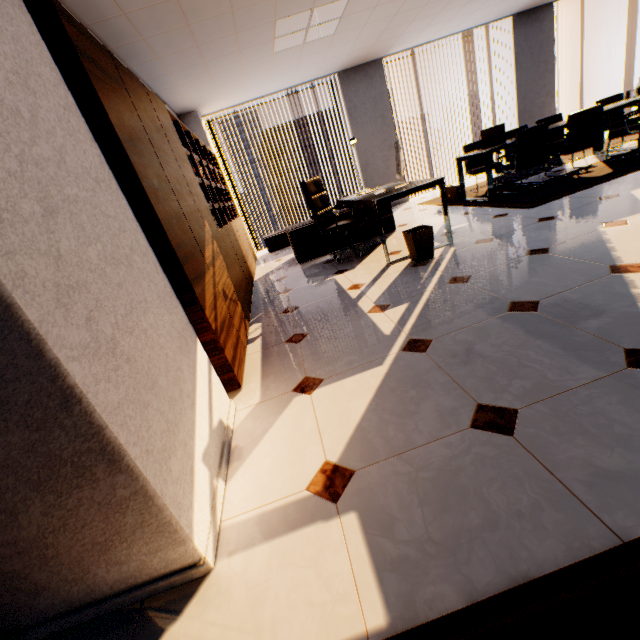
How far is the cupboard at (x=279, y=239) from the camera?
7.05m

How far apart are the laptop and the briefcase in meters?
0.6

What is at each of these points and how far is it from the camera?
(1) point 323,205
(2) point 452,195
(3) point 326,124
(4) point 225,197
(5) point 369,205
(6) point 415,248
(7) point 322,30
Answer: (1) chair, 4.61m
(2) briefcase, 5.96m
(3) building, 57.22m
(4) book, 5.61m
(5) table, 3.72m
(6) trash can, 3.44m
(7) light, 4.62m

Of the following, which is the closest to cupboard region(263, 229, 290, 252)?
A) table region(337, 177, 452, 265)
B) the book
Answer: the book

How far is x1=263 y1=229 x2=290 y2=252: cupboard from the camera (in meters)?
7.05

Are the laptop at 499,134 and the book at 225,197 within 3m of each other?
no

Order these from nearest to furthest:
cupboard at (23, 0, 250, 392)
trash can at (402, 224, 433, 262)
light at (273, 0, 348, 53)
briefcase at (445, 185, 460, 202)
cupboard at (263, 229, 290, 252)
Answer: cupboard at (23, 0, 250, 392), trash can at (402, 224, 433, 262), light at (273, 0, 348, 53), briefcase at (445, 185, 460, 202), cupboard at (263, 229, 290, 252)

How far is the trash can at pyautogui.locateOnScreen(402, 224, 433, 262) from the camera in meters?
3.4
